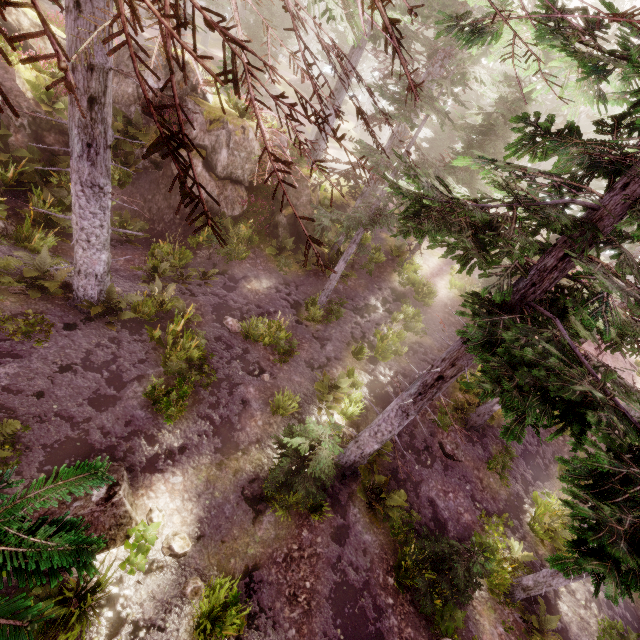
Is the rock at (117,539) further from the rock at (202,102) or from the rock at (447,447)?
the rock at (447,447)

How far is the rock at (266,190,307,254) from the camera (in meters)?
16.61

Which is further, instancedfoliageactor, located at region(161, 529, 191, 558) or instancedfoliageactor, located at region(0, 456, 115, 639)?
instancedfoliageactor, located at region(161, 529, 191, 558)

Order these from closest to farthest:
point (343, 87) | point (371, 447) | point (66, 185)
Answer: point (371, 447), point (66, 185), point (343, 87)

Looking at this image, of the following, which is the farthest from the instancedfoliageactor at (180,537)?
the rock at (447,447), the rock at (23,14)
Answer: the rock at (447,447)

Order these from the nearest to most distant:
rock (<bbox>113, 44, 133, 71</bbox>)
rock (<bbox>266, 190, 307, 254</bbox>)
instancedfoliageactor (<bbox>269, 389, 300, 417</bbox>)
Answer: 1. instancedfoliageactor (<bbox>269, 389, 300, 417</bbox>)
2. rock (<bbox>113, 44, 133, 71</bbox>)
3. rock (<bbox>266, 190, 307, 254</bbox>)

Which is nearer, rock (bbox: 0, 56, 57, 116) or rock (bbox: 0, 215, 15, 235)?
rock (bbox: 0, 215, 15, 235)

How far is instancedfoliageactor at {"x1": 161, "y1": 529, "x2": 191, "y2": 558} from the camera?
6.8m
